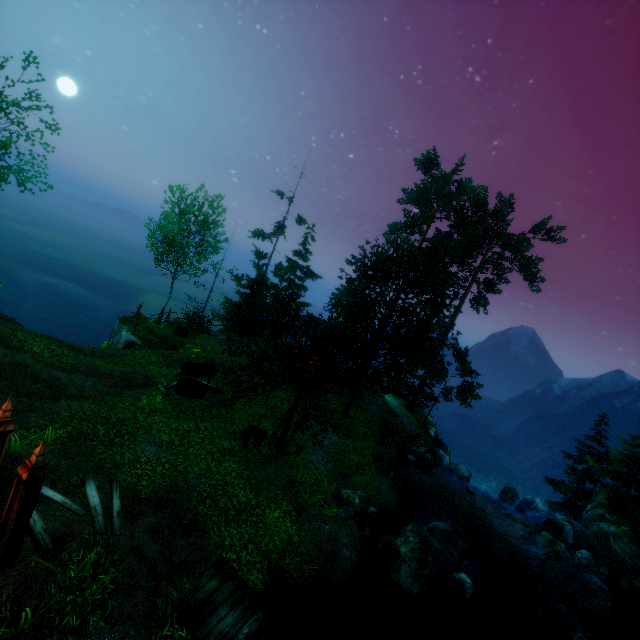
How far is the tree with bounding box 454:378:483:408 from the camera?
27.3 meters

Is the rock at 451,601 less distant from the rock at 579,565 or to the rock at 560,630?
the rock at 560,630

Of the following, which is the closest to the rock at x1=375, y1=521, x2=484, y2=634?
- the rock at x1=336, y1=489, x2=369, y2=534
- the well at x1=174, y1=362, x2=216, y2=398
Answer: the rock at x1=336, y1=489, x2=369, y2=534

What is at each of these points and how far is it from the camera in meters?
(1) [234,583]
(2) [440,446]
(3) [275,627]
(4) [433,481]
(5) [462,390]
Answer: (1) wooden platform, 8.5
(2) rock, 26.9
(3) wooden platform, 7.9
(4) rock, 21.2
(5) tree, 27.7

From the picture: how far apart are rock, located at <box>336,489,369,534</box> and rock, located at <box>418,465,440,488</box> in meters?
8.8

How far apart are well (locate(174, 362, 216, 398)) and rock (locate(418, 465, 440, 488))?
15.2m

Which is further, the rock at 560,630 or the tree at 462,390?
the tree at 462,390

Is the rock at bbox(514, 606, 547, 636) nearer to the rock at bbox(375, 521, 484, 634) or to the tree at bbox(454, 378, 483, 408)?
the rock at bbox(375, 521, 484, 634)
